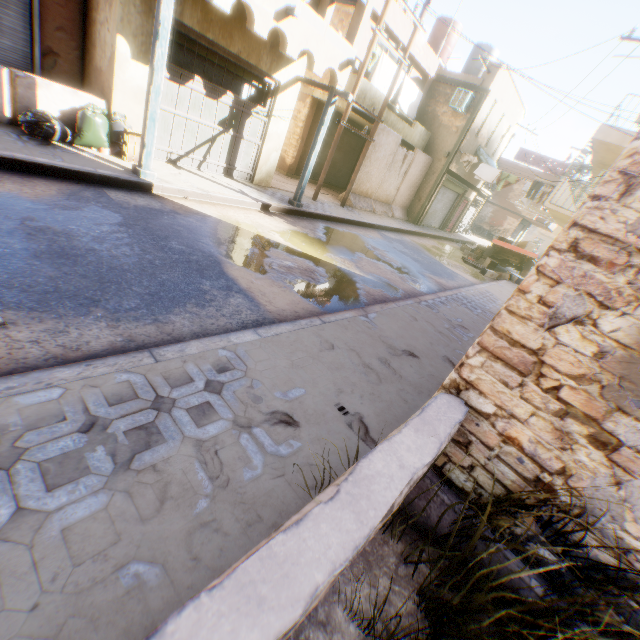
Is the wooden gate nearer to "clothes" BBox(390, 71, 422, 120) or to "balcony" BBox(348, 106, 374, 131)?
"balcony" BBox(348, 106, 374, 131)

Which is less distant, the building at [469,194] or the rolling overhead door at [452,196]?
the building at [469,194]

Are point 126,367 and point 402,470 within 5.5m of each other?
yes

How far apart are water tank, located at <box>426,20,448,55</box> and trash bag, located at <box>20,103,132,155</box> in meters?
18.8

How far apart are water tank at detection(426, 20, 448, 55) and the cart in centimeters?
1120cm

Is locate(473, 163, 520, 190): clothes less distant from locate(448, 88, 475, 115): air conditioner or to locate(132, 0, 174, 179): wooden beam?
locate(448, 88, 475, 115): air conditioner

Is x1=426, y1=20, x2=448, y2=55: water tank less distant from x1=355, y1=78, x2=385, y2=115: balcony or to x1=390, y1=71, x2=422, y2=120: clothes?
x1=390, y1=71, x2=422, y2=120: clothes

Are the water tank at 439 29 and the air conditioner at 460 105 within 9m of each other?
yes
